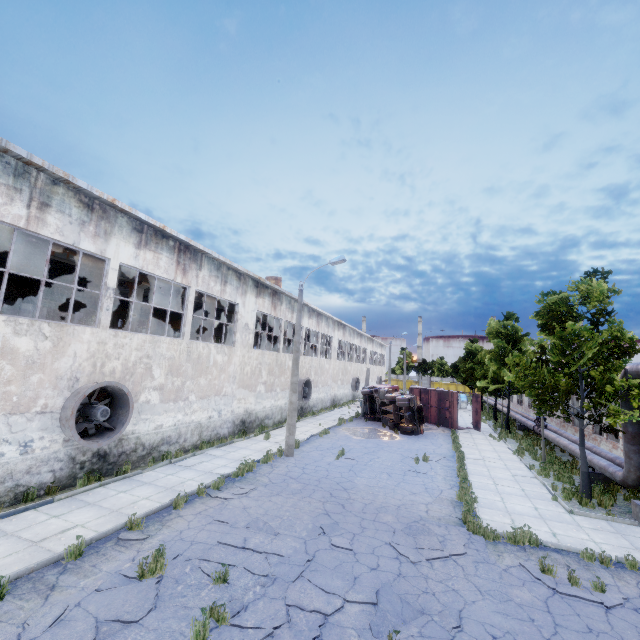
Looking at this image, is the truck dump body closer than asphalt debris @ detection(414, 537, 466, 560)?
No

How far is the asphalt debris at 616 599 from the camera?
6.6 meters

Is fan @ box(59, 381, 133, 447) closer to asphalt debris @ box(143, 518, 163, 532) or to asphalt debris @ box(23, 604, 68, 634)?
asphalt debris @ box(143, 518, 163, 532)

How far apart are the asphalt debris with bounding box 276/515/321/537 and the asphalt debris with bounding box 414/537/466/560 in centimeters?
101cm

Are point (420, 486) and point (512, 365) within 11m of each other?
yes

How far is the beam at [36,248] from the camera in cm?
1171

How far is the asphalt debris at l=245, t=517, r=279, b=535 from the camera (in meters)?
8.62

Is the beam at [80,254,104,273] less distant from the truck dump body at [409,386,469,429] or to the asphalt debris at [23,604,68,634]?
the asphalt debris at [23,604,68,634]
